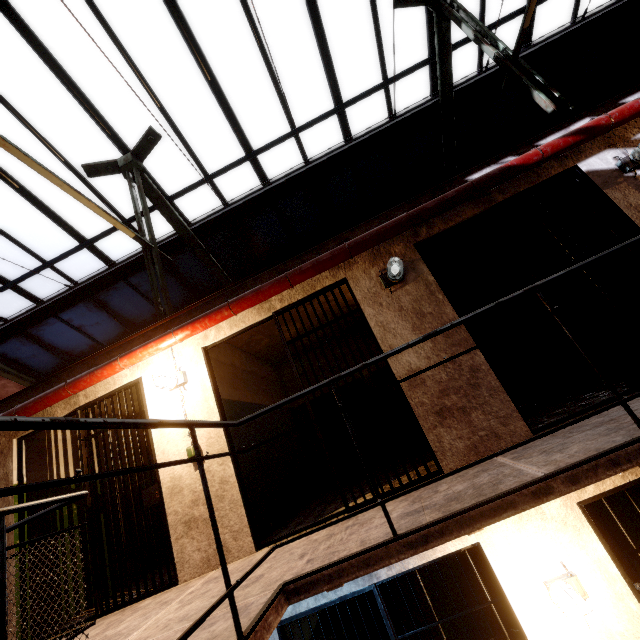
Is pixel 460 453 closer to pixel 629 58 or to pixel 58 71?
pixel 58 71

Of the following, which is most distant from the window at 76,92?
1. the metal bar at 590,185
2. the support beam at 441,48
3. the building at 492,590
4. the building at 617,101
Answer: the building at 492,590

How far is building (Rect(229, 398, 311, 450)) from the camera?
4.43m

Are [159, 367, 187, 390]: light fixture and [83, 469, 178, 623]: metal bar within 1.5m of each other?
yes

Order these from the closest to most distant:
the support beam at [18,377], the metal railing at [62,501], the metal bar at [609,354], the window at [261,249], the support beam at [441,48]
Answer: the metal railing at [62,501] → the metal bar at [609,354] → the support beam at [441,48] → the window at [261,249] → the support beam at [18,377]

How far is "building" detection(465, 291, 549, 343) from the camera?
6.2m

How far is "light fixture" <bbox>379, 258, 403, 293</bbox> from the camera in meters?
3.7

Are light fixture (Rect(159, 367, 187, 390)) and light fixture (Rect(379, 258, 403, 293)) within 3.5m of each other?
yes
